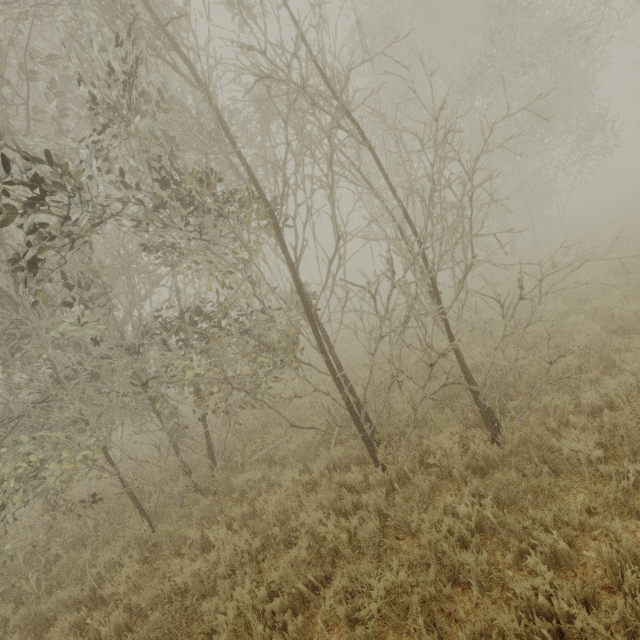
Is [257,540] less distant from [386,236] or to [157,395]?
[157,395]
